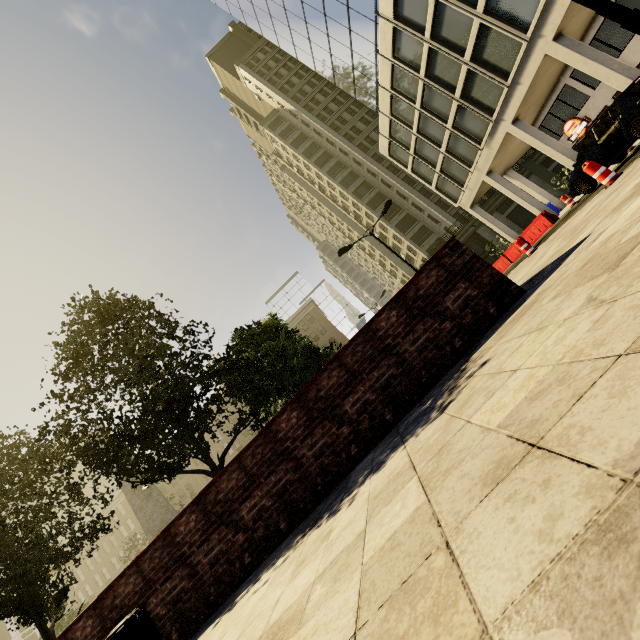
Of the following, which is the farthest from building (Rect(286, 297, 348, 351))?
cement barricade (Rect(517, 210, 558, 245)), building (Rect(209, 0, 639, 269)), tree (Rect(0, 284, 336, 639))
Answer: cement barricade (Rect(517, 210, 558, 245))

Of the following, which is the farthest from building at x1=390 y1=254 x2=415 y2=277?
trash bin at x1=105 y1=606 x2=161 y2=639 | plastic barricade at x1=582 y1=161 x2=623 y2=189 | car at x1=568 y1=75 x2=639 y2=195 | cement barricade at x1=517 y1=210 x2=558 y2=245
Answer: trash bin at x1=105 y1=606 x2=161 y2=639

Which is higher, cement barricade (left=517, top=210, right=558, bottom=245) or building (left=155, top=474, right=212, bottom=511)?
building (left=155, top=474, right=212, bottom=511)

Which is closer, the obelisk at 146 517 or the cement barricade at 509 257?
the obelisk at 146 517

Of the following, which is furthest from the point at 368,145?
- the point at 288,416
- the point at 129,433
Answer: the point at 288,416

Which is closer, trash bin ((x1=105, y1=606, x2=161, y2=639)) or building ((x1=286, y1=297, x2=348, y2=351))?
trash bin ((x1=105, y1=606, x2=161, y2=639))

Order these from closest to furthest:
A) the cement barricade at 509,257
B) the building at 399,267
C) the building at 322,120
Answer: the building at 322,120 → the cement barricade at 509,257 → the building at 399,267

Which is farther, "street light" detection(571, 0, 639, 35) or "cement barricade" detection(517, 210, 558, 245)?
"cement barricade" detection(517, 210, 558, 245)
